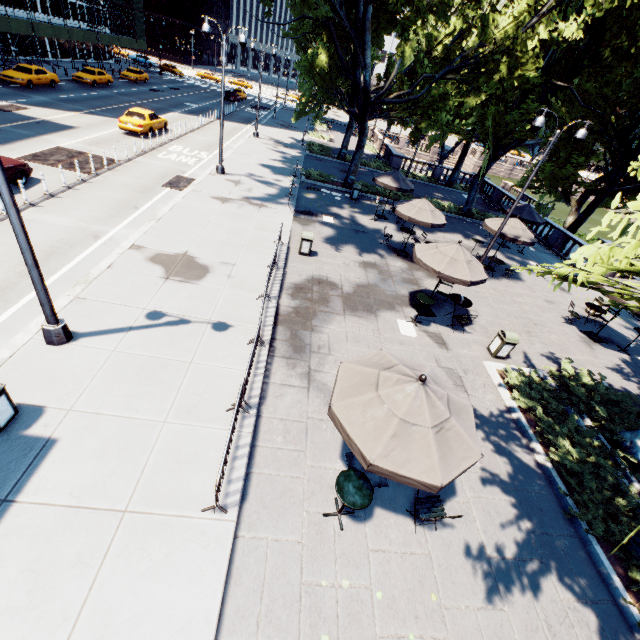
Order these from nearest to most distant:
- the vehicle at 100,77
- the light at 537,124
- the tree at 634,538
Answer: the tree at 634,538 < the light at 537,124 < the vehicle at 100,77

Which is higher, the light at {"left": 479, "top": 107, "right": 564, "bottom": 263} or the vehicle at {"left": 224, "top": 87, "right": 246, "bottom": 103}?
the light at {"left": 479, "top": 107, "right": 564, "bottom": 263}

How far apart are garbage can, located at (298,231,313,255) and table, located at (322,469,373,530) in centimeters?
1043cm

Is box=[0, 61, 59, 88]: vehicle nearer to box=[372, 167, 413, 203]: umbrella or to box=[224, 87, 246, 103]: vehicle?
box=[224, 87, 246, 103]: vehicle

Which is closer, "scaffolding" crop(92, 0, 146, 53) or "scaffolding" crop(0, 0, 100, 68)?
"scaffolding" crop(0, 0, 100, 68)

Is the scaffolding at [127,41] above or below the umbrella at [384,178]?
above

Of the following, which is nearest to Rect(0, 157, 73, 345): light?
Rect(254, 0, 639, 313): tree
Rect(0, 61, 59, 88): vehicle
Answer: Rect(254, 0, 639, 313): tree

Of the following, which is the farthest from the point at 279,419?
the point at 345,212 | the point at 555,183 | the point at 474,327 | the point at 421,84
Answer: the point at 555,183
